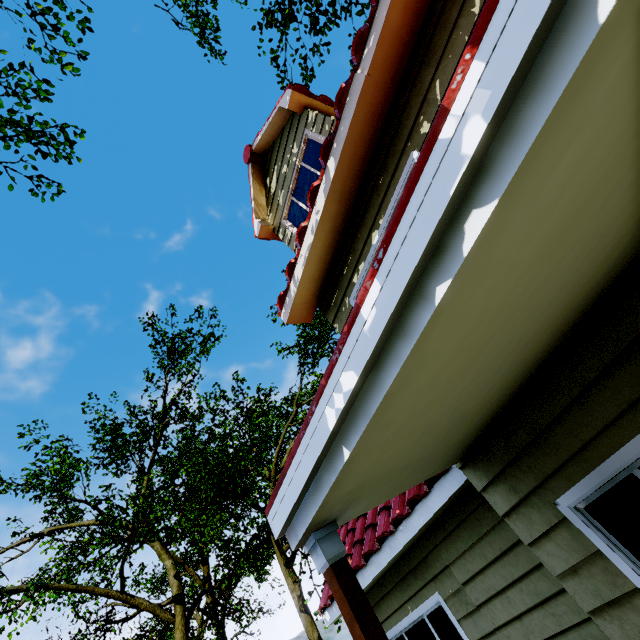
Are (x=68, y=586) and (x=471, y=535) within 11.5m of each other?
no

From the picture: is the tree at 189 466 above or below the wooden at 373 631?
above

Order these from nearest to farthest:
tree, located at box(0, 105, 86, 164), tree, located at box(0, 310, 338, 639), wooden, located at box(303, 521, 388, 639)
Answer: wooden, located at box(303, 521, 388, 639), tree, located at box(0, 105, 86, 164), tree, located at box(0, 310, 338, 639)

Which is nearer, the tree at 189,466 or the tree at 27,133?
the tree at 27,133

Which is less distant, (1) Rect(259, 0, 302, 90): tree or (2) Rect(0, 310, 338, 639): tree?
(1) Rect(259, 0, 302, 90): tree

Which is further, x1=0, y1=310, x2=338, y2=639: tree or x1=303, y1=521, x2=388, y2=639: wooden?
x1=0, y1=310, x2=338, y2=639: tree
